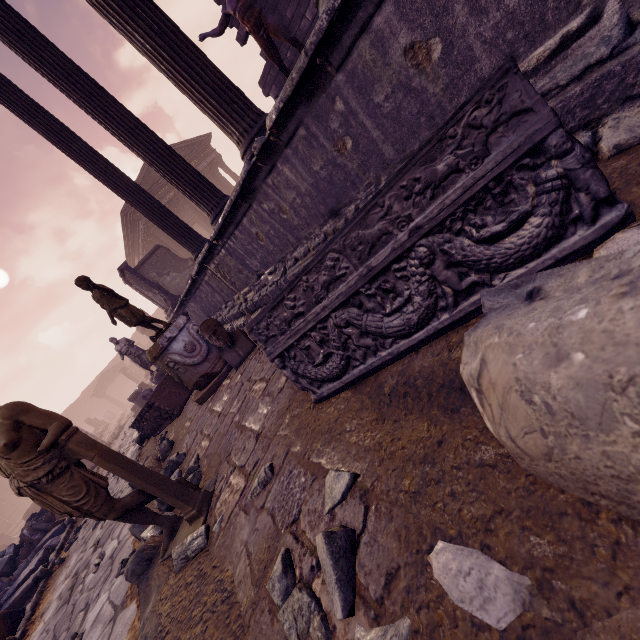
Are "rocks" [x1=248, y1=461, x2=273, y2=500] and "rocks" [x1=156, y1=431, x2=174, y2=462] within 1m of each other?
no

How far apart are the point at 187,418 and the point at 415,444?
4.9m

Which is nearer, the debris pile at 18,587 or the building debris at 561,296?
the building debris at 561,296

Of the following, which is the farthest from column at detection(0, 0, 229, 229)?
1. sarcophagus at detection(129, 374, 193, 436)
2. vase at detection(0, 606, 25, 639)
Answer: vase at detection(0, 606, 25, 639)

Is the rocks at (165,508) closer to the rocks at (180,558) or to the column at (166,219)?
the rocks at (180,558)

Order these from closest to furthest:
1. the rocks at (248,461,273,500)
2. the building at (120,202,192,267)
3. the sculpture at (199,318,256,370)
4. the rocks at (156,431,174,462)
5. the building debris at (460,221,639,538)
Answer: the building debris at (460,221,639,538), the rocks at (248,461,273,500), the sculpture at (199,318,256,370), the rocks at (156,431,174,462), the building at (120,202,192,267)

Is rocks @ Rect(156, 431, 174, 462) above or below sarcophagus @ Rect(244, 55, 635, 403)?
below

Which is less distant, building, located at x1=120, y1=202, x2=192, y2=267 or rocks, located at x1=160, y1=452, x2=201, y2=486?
rocks, located at x1=160, y1=452, x2=201, y2=486
